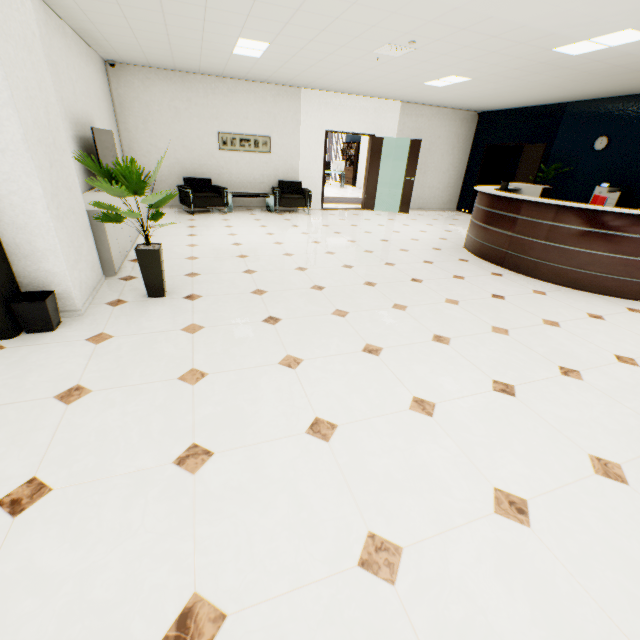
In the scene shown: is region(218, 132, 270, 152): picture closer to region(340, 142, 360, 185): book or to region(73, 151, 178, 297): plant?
region(73, 151, 178, 297): plant

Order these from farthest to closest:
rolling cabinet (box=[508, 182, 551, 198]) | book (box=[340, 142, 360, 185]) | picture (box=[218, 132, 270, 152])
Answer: book (box=[340, 142, 360, 185])
picture (box=[218, 132, 270, 152])
rolling cabinet (box=[508, 182, 551, 198])

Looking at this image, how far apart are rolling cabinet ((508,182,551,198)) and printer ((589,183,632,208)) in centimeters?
126cm

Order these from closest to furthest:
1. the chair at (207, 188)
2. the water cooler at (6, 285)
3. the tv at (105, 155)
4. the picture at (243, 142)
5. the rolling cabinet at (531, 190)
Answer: the water cooler at (6, 285) < the tv at (105, 155) < the rolling cabinet at (531, 190) < the chair at (207, 188) < the picture at (243, 142)

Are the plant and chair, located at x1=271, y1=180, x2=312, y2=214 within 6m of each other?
yes

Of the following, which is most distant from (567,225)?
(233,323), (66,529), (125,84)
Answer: (125,84)

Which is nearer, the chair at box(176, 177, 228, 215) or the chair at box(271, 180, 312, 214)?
the chair at box(176, 177, 228, 215)

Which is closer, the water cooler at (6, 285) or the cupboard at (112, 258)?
the water cooler at (6, 285)
